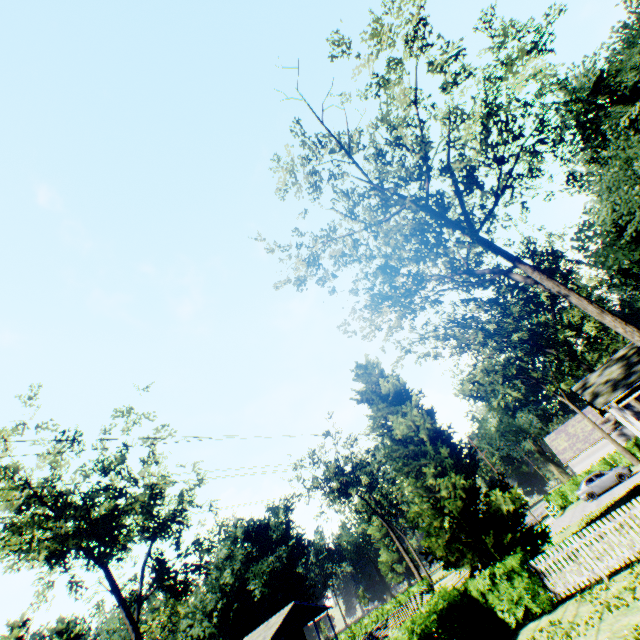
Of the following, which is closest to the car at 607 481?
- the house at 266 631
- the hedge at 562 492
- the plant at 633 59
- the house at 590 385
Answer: the house at 590 385

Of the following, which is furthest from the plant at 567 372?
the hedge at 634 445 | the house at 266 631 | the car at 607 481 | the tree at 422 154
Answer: the house at 266 631

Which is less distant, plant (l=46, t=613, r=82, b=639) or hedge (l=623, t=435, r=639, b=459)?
hedge (l=623, t=435, r=639, b=459)

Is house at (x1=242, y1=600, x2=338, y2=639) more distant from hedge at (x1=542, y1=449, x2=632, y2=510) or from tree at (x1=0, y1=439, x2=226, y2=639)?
hedge at (x1=542, y1=449, x2=632, y2=510)

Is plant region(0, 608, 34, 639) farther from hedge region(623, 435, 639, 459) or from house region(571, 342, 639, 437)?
hedge region(623, 435, 639, 459)

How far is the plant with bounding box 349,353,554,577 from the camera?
17.5m

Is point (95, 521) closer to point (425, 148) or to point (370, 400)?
point (370, 400)

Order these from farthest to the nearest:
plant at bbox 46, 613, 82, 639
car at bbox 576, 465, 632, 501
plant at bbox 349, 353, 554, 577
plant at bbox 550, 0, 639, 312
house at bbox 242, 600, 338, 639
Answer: plant at bbox 46, 613, 82, 639 < house at bbox 242, 600, 338, 639 < car at bbox 576, 465, 632, 501 < plant at bbox 550, 0, 639, 312 < plant at bbox 349, 353, 554, 577
